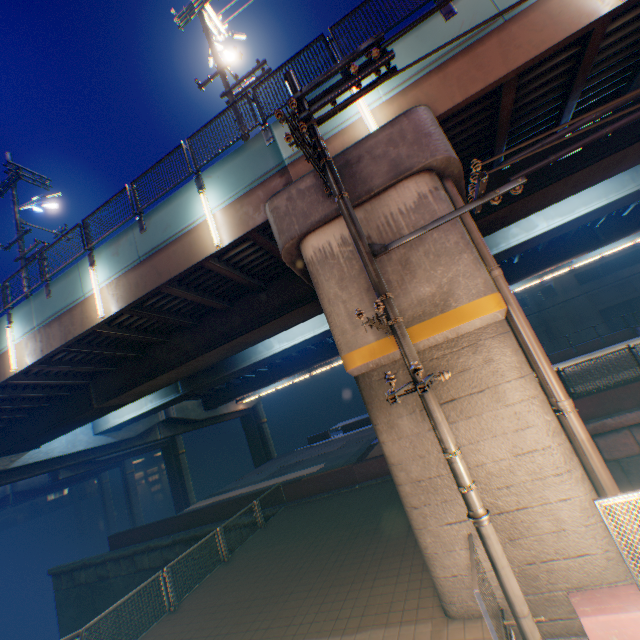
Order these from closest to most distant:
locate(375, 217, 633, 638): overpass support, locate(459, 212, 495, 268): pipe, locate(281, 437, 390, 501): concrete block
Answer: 1. locate(375, 217, 633, 638): overpass support
2. locate(459, 212, 495, 268): pipe
3. locate(281, 437, 390, 501): concrete block

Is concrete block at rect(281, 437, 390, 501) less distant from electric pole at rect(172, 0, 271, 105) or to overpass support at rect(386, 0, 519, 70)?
overpass support at rect(386, 0, 519, 70)

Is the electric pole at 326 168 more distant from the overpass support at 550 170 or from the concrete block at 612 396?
the concrete block at 612 396

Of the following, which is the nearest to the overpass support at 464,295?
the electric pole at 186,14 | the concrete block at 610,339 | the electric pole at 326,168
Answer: the concrete block at 610,339

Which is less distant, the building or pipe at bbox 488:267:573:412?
pipe at bbox 488:267:573:412

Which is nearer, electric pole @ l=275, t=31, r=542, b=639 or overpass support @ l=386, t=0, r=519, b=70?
electric pole @ l=275, t=31, r=542, b=639

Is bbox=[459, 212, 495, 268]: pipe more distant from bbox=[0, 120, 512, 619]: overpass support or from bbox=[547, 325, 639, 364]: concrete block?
bbox=[547, 325, 639, 364]: concrete block

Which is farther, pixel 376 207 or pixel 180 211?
pixel 180 211
